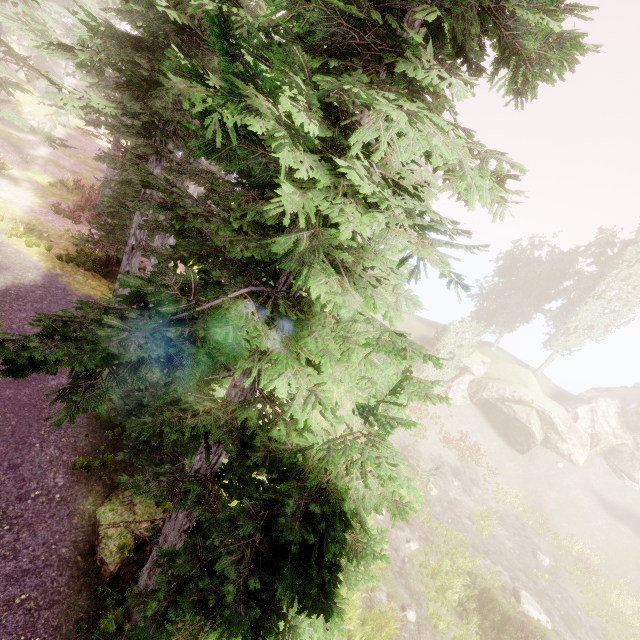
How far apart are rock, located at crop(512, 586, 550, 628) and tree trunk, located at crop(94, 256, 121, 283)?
27.7 meters

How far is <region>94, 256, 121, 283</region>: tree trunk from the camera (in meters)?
15.95

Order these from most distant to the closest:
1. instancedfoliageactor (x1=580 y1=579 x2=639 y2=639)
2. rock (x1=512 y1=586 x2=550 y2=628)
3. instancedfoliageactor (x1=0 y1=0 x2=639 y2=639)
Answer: instancedfoliageactor (x1=580 y1=579 x2=639 y2=639)
rock (x1=512 y1=586 x2=550 y2=628)
instancedfoliageactor (x1=0 y1=0 x2=639 y2=639)

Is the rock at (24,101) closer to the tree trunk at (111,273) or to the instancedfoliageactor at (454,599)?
the instancedfoliageactor at (454,599)

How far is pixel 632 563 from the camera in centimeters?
2361cm

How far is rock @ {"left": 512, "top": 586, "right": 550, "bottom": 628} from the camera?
17.6 meters

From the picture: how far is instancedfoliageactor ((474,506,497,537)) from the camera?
21.87m

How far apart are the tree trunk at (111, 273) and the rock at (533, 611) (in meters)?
27.70
